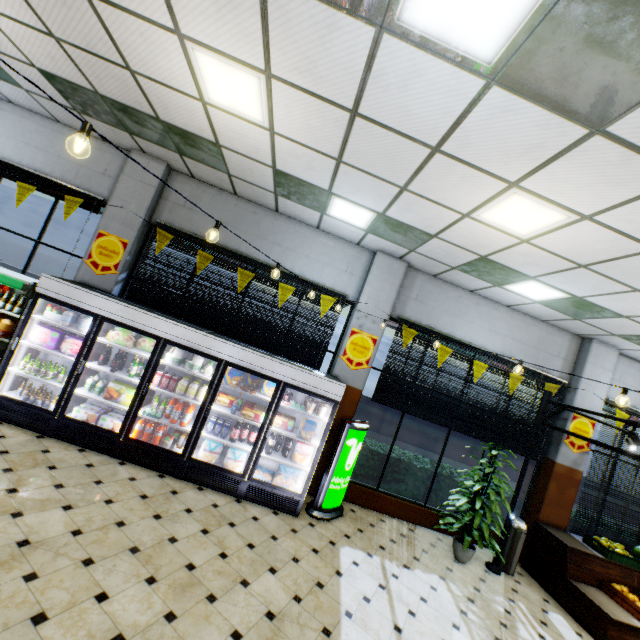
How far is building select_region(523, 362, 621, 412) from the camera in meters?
6.9

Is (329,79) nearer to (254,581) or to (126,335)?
(126,335)

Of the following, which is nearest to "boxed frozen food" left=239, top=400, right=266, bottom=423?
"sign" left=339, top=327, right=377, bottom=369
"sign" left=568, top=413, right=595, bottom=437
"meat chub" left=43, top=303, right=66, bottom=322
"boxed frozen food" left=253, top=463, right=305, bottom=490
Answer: "boxed frozen food" left=253, top=463, right=305, bottom=490

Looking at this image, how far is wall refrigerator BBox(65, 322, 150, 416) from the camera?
5.06m

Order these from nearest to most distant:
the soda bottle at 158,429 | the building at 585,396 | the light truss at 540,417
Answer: the light truss at 540,417 < the soda bottle at 158,429 < the building at 585,396

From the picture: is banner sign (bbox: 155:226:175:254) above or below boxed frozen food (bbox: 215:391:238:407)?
above

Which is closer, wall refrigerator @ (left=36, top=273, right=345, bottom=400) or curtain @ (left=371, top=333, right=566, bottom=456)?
wall refrigerator @ (left=36, top=273, right=345, bottom=400)

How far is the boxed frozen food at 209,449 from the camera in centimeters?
527cm
